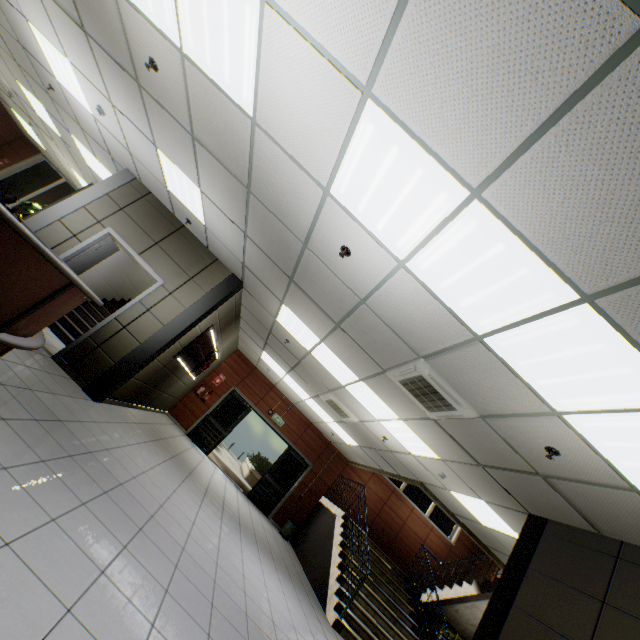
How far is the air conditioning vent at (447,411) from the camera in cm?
391

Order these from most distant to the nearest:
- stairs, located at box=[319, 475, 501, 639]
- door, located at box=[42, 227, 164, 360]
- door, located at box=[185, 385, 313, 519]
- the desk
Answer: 1. door, located at box=[185, 385, 313, 519]
2. stairs, located at box=[319, 475, 501, 639]
3. door, located at box=[42, 227, 164, 360]
4. the desk

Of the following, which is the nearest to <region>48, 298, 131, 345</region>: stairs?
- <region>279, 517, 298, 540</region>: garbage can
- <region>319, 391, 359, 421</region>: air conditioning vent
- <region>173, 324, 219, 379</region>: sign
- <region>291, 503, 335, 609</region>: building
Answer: <region>173, 324, 219, 379</region>: sign

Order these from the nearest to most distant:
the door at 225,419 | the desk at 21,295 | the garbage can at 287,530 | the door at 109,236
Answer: the desk at 21,295 < the door at 109,236 < the garbage can at 287,530 < the door at 225,419

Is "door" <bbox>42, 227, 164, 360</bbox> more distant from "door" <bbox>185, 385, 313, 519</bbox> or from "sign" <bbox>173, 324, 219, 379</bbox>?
"door" <bbox>185, 385, 313, 519</bbox>

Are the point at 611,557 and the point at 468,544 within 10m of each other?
no

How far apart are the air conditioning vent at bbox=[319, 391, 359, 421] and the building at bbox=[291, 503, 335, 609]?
3.30m

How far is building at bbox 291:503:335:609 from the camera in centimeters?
771cm
